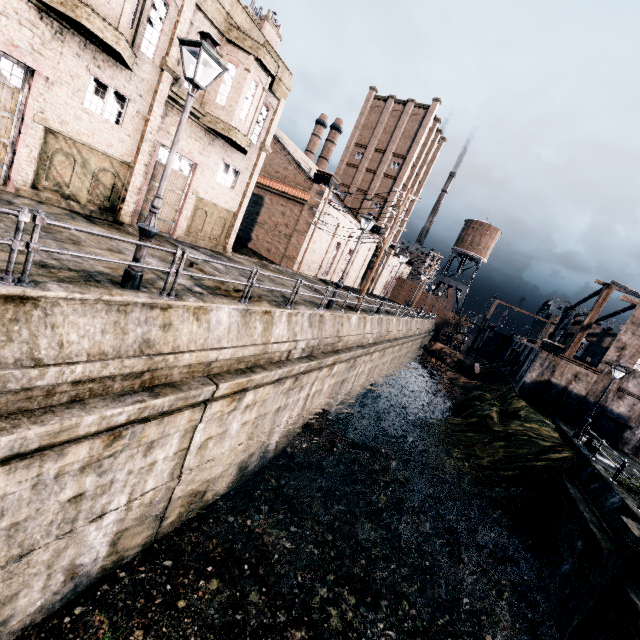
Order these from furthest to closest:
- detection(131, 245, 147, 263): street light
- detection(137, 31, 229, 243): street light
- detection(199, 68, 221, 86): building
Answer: detection(199, 68, 221, 86): building
detection(131, 245, 147, 263): street light
detection(137, 31, 229, 243): street light

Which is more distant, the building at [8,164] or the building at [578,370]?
the building at [578,370]

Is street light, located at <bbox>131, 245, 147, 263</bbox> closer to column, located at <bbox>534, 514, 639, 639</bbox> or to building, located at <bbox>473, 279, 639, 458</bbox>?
column, located at <bbox>534, 514, 639, 639</bbox>

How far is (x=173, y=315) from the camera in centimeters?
817cm

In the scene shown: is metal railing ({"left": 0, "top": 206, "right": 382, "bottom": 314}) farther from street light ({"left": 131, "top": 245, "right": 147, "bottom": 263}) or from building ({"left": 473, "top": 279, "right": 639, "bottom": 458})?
building ({"left": 473, "top": 279, "right": 639, "bottom": 458})

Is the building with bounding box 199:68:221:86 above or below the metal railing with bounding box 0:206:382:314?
above

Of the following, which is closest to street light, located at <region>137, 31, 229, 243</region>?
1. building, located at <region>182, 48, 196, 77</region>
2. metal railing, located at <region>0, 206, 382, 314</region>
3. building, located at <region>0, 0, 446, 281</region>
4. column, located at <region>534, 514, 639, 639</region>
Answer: metal railing, located at <region>0, 206, 382, 314</region>

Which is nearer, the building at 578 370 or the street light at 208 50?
the street light at 208 50
